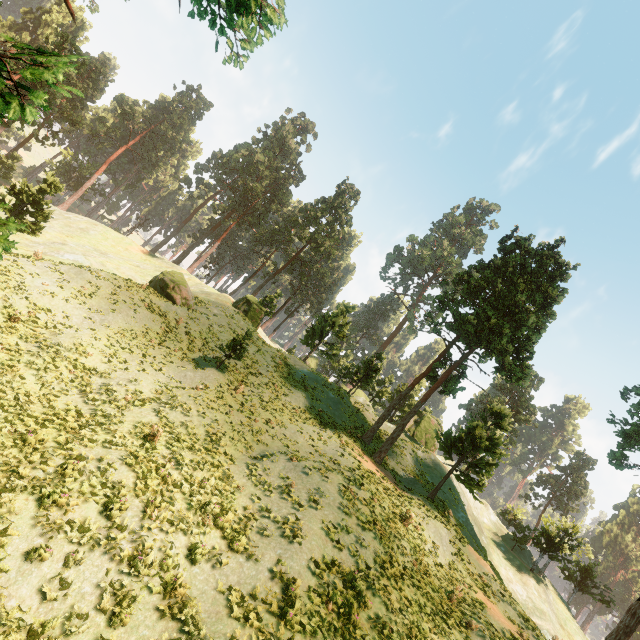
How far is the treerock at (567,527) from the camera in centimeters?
3491cm

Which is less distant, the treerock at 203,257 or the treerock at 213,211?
the treerock at 213,211

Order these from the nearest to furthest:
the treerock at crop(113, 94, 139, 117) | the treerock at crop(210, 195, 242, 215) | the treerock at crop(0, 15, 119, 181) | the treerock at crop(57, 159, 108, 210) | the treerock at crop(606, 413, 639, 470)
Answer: the treerock at crop(0, 15, 119, 181) → the treerock at crop(606, 413, 639, 470) → the treerock at crop(210, 195, 242, 215) → the treerock at crop(113, 94, 139, 117) → the treerock at crop(57, 159, 108, 210)

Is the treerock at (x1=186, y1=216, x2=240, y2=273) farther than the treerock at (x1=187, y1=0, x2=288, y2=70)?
Yes

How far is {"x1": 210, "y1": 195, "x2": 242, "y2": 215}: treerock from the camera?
55.13m

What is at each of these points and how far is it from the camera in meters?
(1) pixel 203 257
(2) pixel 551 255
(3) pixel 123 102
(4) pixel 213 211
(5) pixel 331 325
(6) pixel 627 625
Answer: (1) treerock, 58.4 m
(2) treerock, 27.8 m
(3) treerock, 59.0 m
(4) treerock, 57.0 m
(5) treerock, 39.7 m
(6) treerock, 22.4 m
